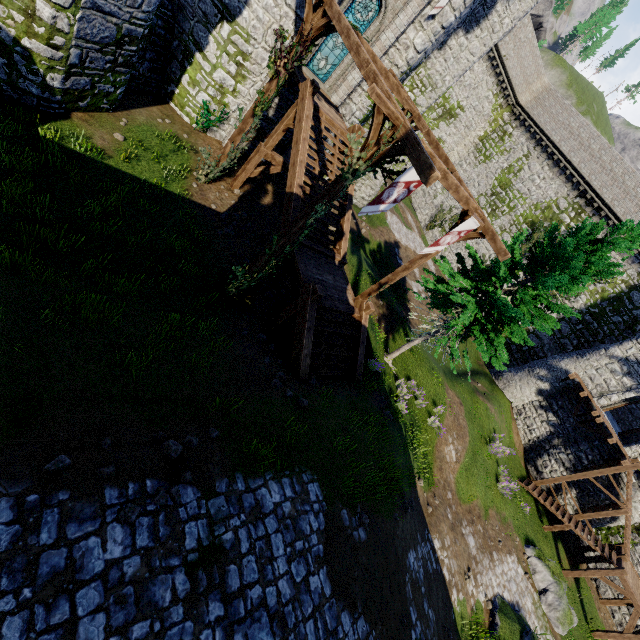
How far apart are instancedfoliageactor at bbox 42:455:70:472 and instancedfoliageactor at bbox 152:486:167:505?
1.2m

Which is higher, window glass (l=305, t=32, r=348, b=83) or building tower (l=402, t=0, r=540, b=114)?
building tower (l=402, t=0, r=540, b=114)

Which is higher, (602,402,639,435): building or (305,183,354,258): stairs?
(602,402,639,435): building

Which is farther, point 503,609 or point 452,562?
point 503,609

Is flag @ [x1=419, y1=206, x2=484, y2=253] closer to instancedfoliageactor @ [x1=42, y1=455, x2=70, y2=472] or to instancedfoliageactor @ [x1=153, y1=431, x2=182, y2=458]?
instancedfoliageactor @ [x1=153, y1=431, x2=182, y2=458]

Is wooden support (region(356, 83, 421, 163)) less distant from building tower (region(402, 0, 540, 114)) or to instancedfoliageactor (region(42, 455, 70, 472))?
instancedfoliageactor (region(42, 455, 70, 472))

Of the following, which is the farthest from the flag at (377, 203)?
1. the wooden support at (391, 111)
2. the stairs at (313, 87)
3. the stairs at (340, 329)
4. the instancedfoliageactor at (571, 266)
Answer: the instancedfoliageactor at (571, 266)

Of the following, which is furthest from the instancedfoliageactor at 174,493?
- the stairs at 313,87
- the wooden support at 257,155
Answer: the wooden support at 257,155
